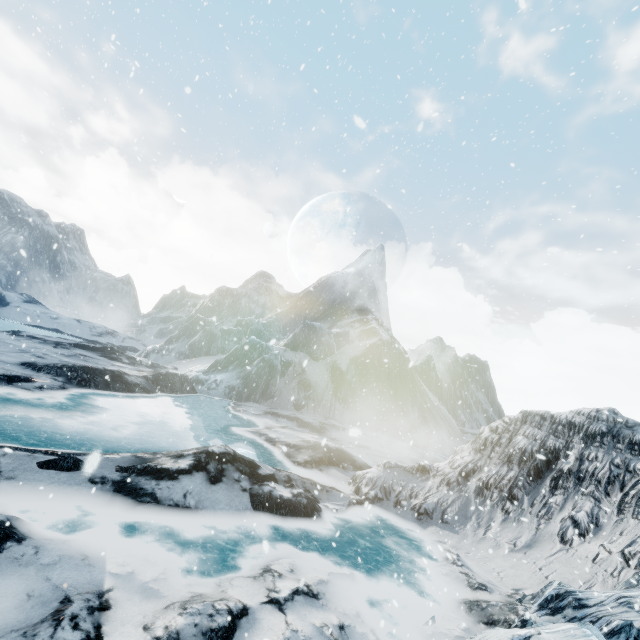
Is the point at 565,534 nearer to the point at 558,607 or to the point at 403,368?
the point at 558,607
